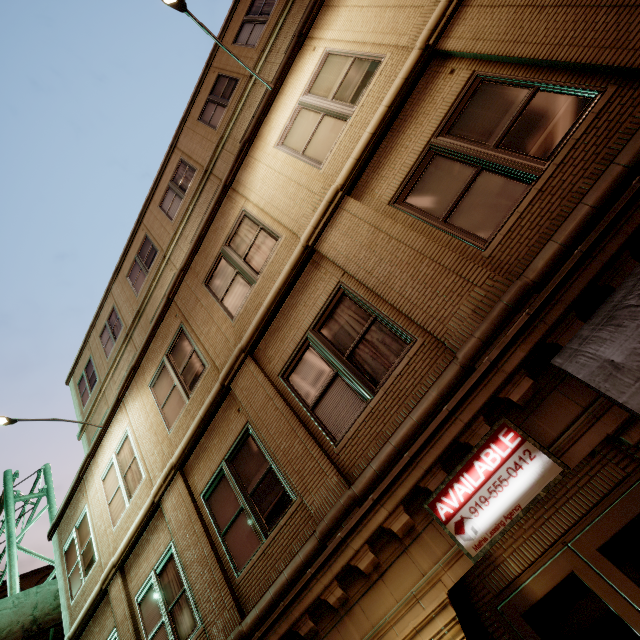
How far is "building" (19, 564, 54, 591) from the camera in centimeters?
3272cm

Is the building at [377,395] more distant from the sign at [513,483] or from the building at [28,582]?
the building at [28,582]

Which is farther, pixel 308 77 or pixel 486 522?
pixel 308 77

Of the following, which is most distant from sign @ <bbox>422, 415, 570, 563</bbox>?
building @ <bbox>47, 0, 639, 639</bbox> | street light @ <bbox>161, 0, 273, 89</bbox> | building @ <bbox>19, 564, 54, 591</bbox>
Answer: building @ <bbox>19, 564, 54, 591</bbox>

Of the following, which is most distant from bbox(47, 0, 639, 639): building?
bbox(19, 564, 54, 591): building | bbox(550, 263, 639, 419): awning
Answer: bbox(19, 564, 54, 591): building

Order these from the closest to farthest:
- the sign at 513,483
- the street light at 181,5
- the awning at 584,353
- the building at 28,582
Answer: the awning at 584,353 → the sign at 513,483 → the street light at 181,5 → the building at 28,582

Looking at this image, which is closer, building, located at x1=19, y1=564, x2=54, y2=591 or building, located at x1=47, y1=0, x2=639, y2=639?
building, located at x1=47, y1=0, x2=639, y2=639

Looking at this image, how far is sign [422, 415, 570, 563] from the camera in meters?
3.4
